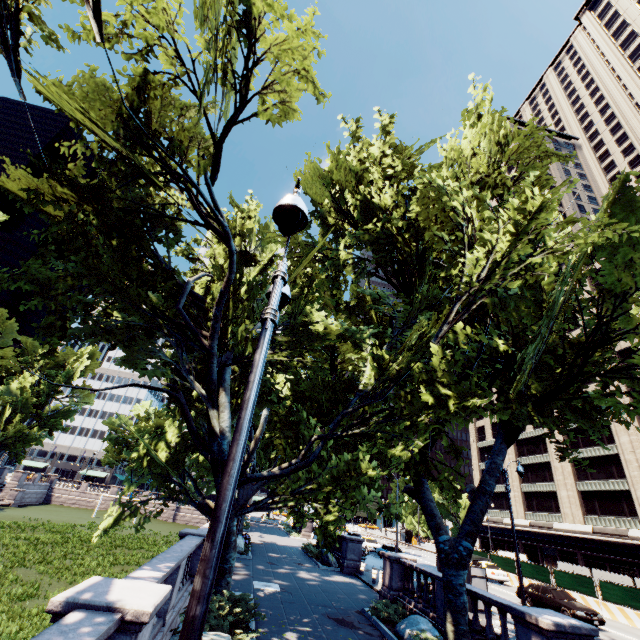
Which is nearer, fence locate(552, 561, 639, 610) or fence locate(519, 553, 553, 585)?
fence locate(552, 561, 639, 610)

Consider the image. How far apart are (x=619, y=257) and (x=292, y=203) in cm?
1130

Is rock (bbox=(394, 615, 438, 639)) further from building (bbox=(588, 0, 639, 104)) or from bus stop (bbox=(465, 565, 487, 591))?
building (bbox=(588, 0, 639, 104))

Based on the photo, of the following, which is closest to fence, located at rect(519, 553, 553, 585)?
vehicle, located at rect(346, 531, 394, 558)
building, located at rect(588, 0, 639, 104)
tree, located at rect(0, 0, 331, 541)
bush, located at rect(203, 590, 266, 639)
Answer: building, located at rect(588, 0, 639, 104)

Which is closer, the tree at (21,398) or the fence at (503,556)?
the tree at (21,398)

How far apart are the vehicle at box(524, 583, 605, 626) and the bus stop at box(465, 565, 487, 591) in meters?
5.4

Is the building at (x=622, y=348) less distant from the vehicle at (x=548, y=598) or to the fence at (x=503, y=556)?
the fence at (x=503, y=556)

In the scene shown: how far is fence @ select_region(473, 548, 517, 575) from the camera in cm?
3075
